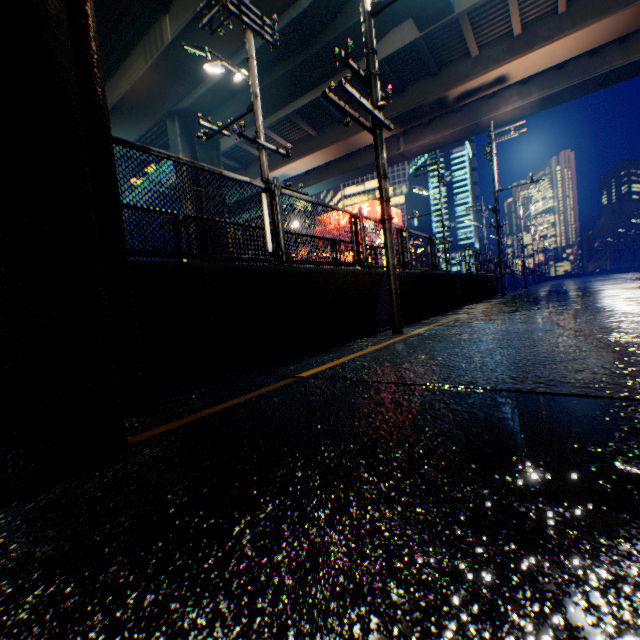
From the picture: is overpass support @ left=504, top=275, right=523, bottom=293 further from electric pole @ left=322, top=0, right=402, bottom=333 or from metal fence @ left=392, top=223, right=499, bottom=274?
electric pole @ left=322, top=0, right=402, bottom=333

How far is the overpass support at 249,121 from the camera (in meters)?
19.85

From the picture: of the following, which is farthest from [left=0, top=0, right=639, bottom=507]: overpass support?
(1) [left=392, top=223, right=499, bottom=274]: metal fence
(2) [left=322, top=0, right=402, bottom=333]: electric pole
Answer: (2) [left=322, top=0, right=402, bottom=333]: electric pole

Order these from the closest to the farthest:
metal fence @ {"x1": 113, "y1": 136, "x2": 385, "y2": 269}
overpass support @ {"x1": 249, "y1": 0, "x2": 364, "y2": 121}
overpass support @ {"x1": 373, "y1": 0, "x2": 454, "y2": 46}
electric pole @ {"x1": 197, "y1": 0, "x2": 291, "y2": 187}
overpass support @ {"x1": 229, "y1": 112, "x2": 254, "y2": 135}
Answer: metal fence @ {"x1": 113, "y1": 136, "x2": 385, "y2": 269} < electric pole @ {"x1": 197, "y1": 0, "x2": 291, "y2": 187} < overpass support @ {"x1": 373, "y1": 0, "x2": 454, "y2": 46} < overpass support @ {"x1": 249, "y1": 0, "x2": 364, "y2": 121} < overpass support @ {"x1": 229, "y1": 112, "x2": 254, "y2": 135}

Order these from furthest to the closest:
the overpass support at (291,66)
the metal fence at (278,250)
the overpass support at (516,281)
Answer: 1. the overpass support at (516,281)
2. the overpass support at (291,66)
3. the metal fence at (278,250)

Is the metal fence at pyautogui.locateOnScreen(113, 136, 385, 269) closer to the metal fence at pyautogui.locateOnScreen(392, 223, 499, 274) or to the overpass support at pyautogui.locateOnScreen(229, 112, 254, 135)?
the overpass support at pyautogui.locateOnScreen(229, 112, 254, 135)

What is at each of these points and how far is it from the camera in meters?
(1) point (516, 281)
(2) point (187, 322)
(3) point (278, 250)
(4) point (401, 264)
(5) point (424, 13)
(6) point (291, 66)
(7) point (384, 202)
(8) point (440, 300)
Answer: (1) overpass support, 30.3
(2) overpass support, 3.4
(3) metal fence, 4.9
(4) metal fence, 8.7
(5) overpass support, 13.4
(6) overpass support, 16.2
(7) electric pole, 6.1
(8) overpass support, 10.6
